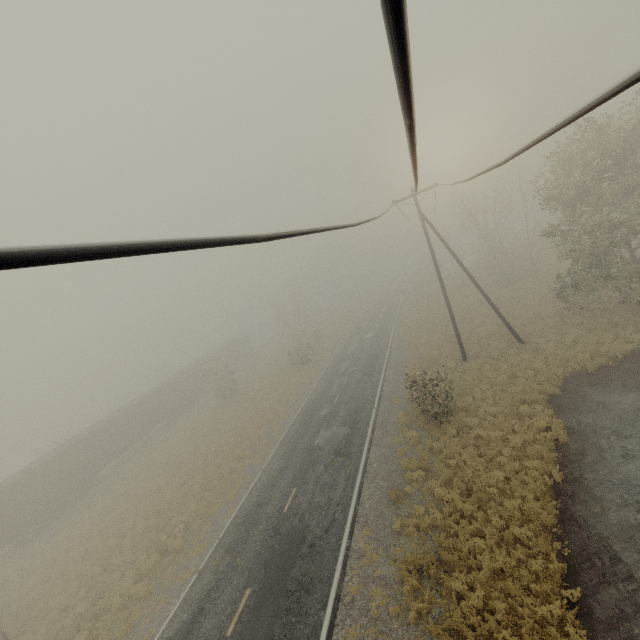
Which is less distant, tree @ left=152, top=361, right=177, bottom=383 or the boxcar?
the boxcar

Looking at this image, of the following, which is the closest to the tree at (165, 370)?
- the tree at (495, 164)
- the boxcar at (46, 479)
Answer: the boxcar at (46, 479)

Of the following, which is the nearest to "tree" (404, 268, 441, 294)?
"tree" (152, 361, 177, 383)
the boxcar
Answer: "tree" (152, 361, 177, 383)

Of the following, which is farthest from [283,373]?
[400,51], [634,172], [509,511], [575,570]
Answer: [400,51]

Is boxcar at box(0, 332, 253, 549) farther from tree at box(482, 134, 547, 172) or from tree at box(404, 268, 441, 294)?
tree at box(482, 134, 547, 172)

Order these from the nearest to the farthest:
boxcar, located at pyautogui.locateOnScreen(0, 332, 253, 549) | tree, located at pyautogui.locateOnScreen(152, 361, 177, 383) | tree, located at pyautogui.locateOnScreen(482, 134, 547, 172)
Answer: tree, located at pyautogui.locateOnScreen(482, 134, 547, 172) → boxcar, located at pyautogui.locateOnScreen(0, 332, 253, 549) → tree, located at pyautogui.locateOnScreen(152, 361, 177, 383)

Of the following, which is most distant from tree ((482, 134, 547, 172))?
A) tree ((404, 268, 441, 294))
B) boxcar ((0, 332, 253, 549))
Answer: tree ((404, 268, 441, 294))

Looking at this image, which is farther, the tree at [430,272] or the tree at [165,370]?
the tree at [165,370]
